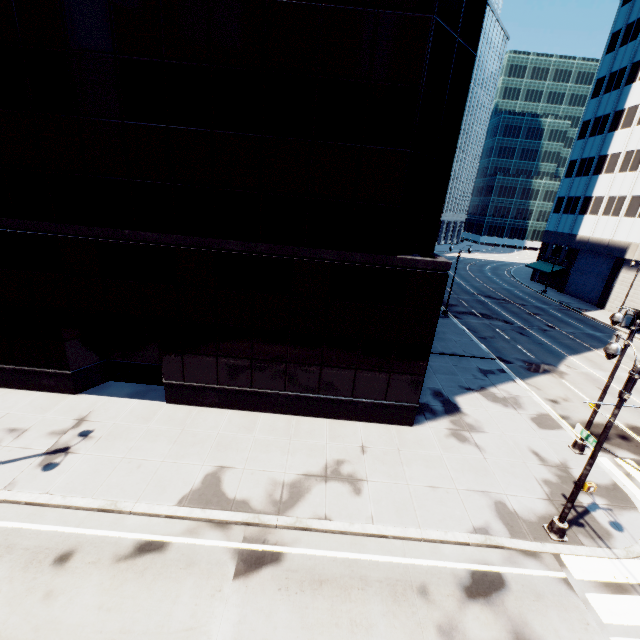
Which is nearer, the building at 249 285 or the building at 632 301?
the building at 249 285

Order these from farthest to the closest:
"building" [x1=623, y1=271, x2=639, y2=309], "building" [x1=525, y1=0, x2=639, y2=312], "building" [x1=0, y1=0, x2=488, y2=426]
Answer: "building" [x1=525, y1=0, x2=639, y2=312] → "building" [x1=623, y1=271, x2=639, y2=309] → "building" [x1=0, y1=0, x2=488, y2=426]

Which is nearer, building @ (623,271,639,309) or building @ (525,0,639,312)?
building @ (623,271,639,309)

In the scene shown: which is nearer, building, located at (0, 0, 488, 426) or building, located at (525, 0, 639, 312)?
building, located at (0, 0, 488, 426)

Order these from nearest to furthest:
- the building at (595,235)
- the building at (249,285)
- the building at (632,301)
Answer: the building at (249,285) → the building at (632,301) → the building at (595,235)

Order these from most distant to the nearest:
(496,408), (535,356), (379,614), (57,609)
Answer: (535,356)
(496,408)
(379,614)
(57,609)
